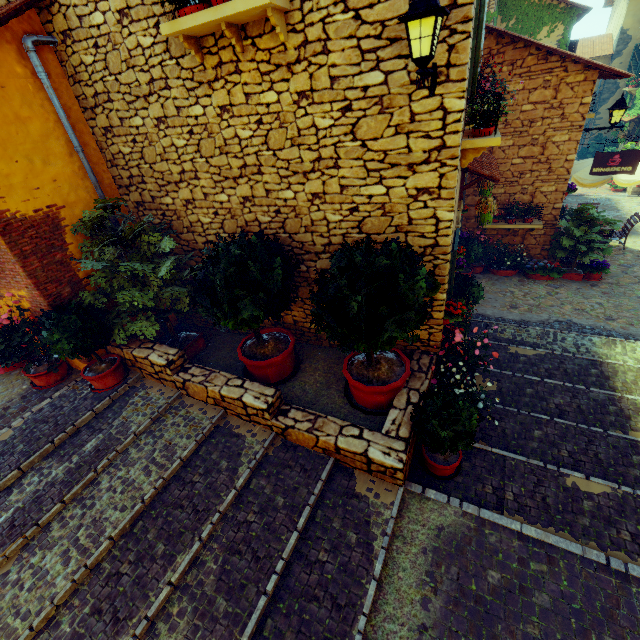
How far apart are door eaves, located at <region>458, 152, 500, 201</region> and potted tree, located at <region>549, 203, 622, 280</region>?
2.8m

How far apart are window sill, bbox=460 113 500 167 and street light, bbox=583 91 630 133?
5.0m

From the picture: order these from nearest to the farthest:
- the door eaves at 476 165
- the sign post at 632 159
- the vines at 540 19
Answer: the door eaves at 476 165 < the sign post at 632 159 < the vines at 540 19

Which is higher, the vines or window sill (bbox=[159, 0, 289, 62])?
the vines

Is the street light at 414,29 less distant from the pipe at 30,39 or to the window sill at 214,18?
the window sill at 214,18

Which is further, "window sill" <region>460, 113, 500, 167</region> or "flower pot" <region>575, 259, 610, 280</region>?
"flower pot" <region>575, 259, 610, 280</region>

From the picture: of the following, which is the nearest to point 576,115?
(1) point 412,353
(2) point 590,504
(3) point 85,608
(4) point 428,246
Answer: (4) point 428,246

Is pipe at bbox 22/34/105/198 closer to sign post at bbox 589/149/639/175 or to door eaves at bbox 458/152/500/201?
door eaves at bbox 458/152/500/201
